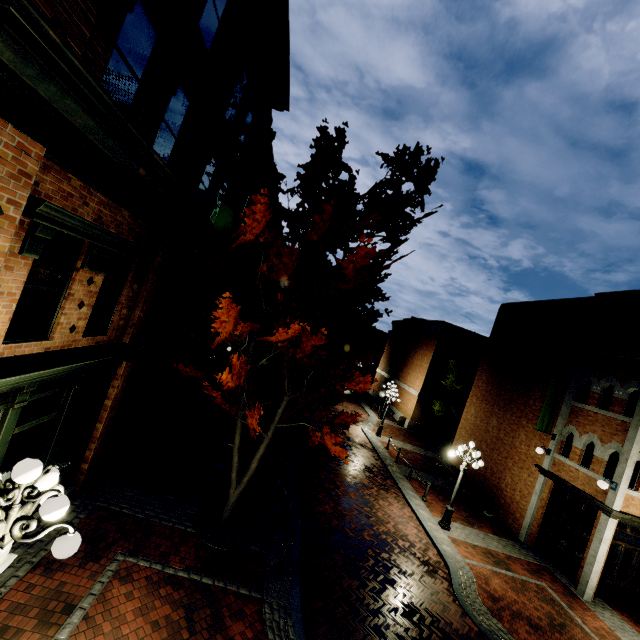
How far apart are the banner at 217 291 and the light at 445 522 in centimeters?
1140cm

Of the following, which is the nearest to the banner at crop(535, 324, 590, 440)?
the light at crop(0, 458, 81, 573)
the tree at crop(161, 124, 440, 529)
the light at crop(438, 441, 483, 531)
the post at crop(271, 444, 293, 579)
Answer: the light at crop(438, 441, 483, 531)

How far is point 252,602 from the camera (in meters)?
6.89

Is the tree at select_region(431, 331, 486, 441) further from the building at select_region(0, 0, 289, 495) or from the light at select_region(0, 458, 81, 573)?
the light at select_region(0, 458, 81, 573)

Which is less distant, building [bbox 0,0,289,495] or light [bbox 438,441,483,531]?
building [bbox 0,0,289,495]

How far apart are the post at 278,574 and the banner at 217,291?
7.58m

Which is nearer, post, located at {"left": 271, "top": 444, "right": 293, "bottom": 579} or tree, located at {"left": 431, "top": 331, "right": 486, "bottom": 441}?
post, located at {"left": 271, "top": 444, "right": 293, "bottom": 579}

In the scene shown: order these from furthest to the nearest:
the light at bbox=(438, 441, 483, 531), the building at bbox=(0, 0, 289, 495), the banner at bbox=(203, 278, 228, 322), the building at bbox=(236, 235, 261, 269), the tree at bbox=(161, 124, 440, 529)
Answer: the building at bbox=(236, 235, 261, 269)
the banner at bbox=(203, 278, 228, 322)
the light at bbox=(438, 441, 483, 531)
the tree at bbox=(161, 124, 440, 529)
the building at bbox=(0, 0, 289, 495)
